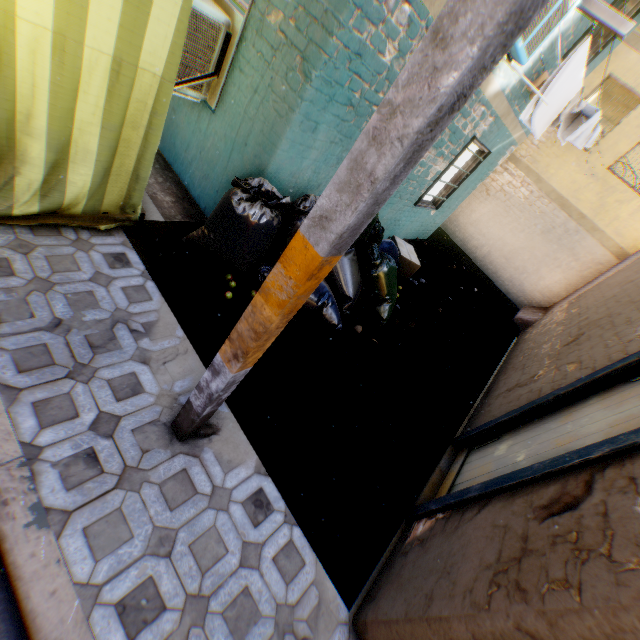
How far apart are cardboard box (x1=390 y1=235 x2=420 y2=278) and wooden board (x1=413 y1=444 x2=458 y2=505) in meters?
3.6

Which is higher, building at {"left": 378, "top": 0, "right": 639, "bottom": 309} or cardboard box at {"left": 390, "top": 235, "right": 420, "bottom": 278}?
building at {"left": 378, "top": 0, "right": 639, "bottom": 309}

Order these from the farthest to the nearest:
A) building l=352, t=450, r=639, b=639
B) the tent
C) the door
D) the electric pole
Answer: the door, the tent, building l=352, t=450, r=639, b=639, the electric pole

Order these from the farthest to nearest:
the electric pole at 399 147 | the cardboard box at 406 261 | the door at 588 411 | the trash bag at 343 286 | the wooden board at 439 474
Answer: the cardboard box at 406 261
the trash bag at 343 286
the wooden board at 439 474
the door at 588 411
the electric pole at 399 147

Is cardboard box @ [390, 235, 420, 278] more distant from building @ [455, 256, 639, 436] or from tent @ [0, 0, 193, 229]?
tent @ [0, 0, 193, 229]

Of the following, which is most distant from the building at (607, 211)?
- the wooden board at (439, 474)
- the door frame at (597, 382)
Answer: the wooden board at (439, 474)

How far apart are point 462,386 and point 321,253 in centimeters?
477cm

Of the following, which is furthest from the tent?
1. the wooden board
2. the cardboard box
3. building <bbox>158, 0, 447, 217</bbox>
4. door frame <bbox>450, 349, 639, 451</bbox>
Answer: the cardboard box
